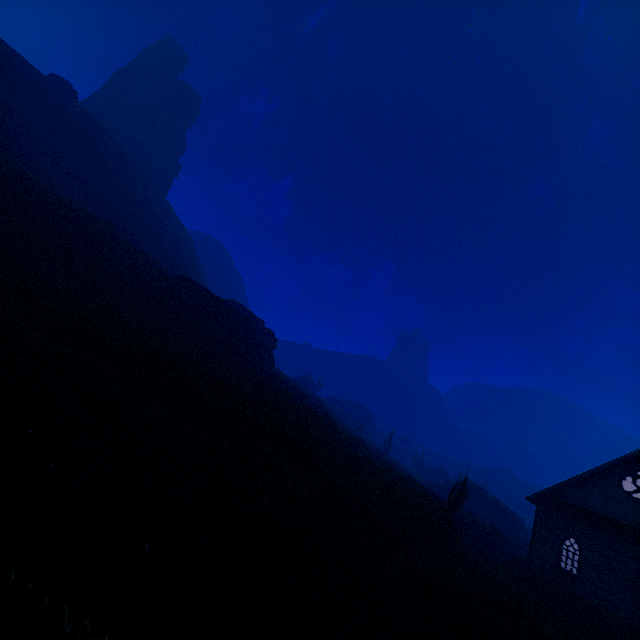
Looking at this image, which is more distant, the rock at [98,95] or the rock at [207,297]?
the rock at [98,95]

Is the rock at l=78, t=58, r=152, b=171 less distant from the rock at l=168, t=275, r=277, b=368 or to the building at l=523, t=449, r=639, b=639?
the rock at l=168, t=275, r=277, b=368

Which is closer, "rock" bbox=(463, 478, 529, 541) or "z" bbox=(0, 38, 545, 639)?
"z" bbox=(0, 38, 545, 639)

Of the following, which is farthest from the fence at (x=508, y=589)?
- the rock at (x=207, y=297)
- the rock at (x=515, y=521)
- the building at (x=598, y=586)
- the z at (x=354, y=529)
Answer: the rock at (x=515, y=521)

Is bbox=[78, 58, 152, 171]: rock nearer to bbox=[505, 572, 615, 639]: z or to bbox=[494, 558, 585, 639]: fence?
bbox=[505, 572, 615, 639]: z

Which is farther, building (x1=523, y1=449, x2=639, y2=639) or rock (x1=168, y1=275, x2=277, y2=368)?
rock (x1=168, y1=275, x2=277, y2=368)

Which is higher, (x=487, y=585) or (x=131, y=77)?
(x=131, y=77)

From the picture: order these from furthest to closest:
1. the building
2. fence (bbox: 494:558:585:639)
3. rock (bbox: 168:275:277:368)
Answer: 1. rock (bbox: 168:275:277:368)
2. the building
3. fence (bbox: 494:558:585:639)
